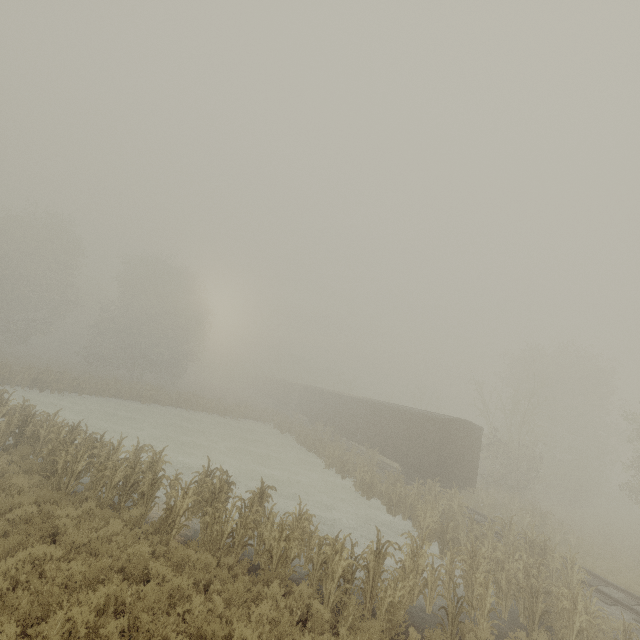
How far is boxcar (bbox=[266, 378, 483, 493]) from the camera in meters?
19.4 m

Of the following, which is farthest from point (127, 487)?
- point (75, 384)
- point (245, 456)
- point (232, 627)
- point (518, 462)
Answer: point (518, 462)

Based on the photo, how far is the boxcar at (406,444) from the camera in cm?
1939
